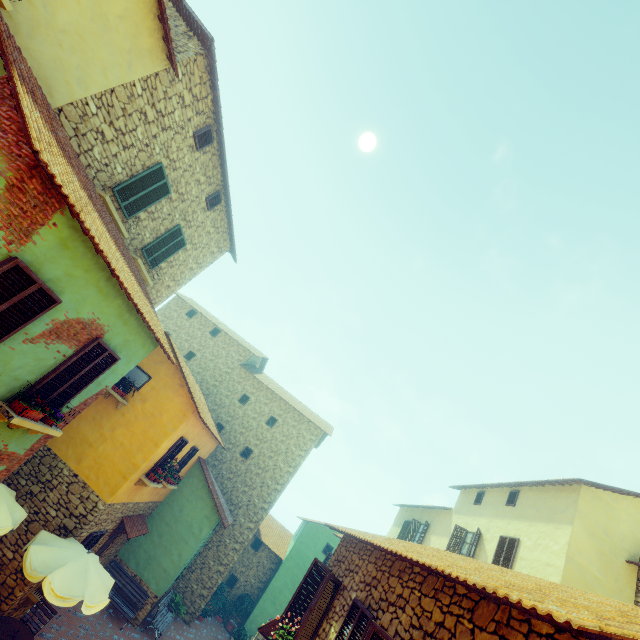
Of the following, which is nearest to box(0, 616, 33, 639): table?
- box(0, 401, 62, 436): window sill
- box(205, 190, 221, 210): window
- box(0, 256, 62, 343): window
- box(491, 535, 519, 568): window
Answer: box(0, 256, 62, 343): window

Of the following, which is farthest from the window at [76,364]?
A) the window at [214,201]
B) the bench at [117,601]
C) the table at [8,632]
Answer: the window at [214,201]

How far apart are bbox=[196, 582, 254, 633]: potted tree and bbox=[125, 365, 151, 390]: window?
16.3m

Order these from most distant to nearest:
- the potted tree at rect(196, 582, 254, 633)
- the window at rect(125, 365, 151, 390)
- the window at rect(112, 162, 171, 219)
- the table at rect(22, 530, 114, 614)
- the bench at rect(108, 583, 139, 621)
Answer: the potted tree at rect(196, 582, 254, 633) → the bench at rect(108, 583, 139, 621) → the window at rect(125, 365, 151, 390) → the window at rect(112, 162, 171, 219) → the table at rect(22, 530, 114, 614)

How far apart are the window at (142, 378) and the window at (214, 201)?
6.4m

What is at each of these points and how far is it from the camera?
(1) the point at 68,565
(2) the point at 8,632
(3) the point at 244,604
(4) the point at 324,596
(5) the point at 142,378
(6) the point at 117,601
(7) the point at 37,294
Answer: (1) table, 7.89m
(2) table, 7.70m
(3) potted tree, 20.36m
(4) window, 6.69m
(5) window, 11.88m
(6) bench, 13.04m
(7) window, 4.92m

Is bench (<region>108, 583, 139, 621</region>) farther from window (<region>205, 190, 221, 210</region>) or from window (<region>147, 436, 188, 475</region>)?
window (<region>205, 190, 221, 210</region>)

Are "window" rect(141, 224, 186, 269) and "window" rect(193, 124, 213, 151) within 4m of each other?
yes
